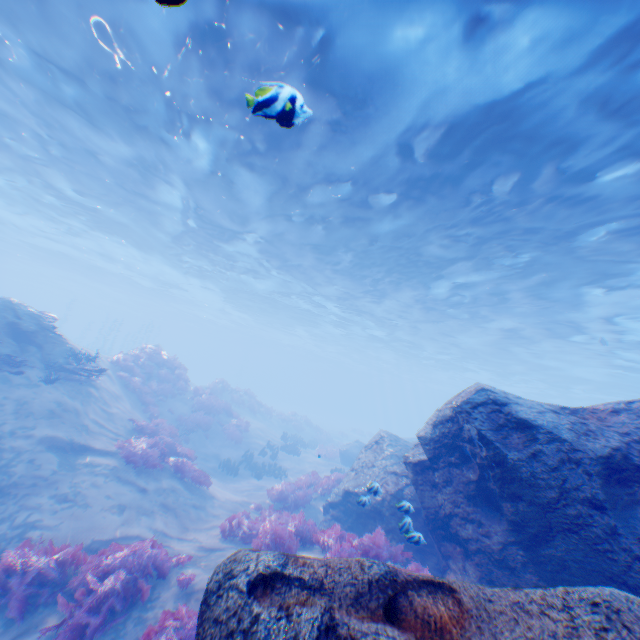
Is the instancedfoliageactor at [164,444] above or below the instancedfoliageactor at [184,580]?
above

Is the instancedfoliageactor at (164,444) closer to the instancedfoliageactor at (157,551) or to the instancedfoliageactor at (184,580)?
the instancedfoliageactor at (157,551)

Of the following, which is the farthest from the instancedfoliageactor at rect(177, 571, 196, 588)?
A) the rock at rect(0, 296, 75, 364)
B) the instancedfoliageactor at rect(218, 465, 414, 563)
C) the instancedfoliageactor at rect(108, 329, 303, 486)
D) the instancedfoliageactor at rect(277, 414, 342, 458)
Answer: the instancedfoliageactor at rect(277, 414, 342, 458)

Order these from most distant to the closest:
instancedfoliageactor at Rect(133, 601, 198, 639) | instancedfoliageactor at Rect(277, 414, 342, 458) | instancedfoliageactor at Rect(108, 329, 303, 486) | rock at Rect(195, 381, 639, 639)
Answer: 1. instancedfoliageactor at Rect(277, 414, 342, 458)
2. instancedfoliageactor at Rect(108, 329, 303, 486)
3. instancedfoliageactor at Rect(133, 601, 198, 639)
4. rock at Rect(195, 381, 639, 639)

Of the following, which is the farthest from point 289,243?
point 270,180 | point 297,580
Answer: point 297,580

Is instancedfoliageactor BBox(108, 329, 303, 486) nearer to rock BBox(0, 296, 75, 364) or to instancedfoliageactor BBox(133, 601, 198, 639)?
rock BBox(0, 296, 75, 364)

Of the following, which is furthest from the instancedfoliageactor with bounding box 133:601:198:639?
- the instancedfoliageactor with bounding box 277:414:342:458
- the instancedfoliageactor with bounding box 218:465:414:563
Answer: the instancedfoliageactor with bounding box 277:414:342:458

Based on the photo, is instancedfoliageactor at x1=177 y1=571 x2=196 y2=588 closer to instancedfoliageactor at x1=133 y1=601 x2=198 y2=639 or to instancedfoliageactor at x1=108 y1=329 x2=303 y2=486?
instancedfoliageactor at x1=133 y1=601 x2=198 y2=639
